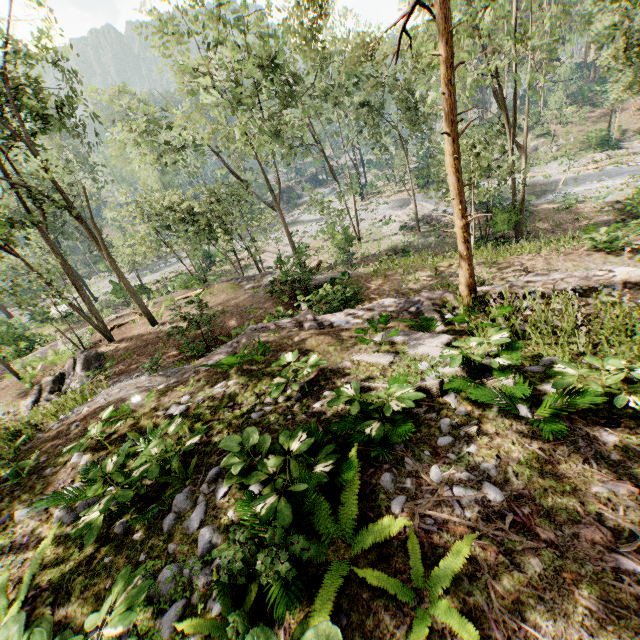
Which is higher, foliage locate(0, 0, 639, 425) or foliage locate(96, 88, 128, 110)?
foliage locate(96, 88, 128, 110)

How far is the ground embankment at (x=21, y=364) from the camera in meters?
18.9

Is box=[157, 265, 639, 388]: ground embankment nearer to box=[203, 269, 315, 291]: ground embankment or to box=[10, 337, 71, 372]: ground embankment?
box=[203, 269, 315, 291]: ground embankment

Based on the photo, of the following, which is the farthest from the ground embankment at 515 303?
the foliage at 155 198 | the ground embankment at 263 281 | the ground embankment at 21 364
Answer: the ground embankment at 21 364

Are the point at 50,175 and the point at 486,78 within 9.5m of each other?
no

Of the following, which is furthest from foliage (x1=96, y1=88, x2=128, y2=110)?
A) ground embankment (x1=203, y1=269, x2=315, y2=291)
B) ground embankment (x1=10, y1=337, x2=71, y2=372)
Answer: ground embankment (x1=203, y1=269, x2=315, y2=291)

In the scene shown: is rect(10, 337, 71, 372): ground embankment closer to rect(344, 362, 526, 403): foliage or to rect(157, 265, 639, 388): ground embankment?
rect(344, 362, 526, 403): foliage
